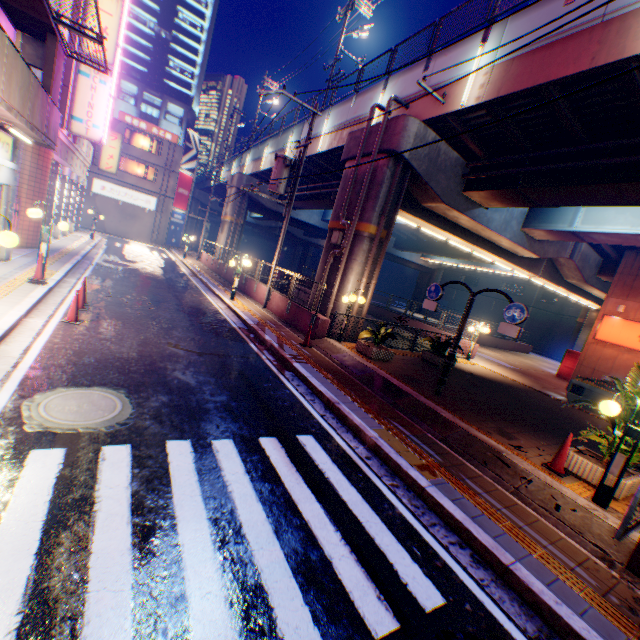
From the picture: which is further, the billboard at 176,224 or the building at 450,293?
the building at 450,293

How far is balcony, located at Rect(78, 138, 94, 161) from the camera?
19.80m

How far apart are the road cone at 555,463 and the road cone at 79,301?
11.22m

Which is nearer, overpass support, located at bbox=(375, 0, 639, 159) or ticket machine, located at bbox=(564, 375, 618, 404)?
overpass support, located at bbox=(375, 0, 639, 159)

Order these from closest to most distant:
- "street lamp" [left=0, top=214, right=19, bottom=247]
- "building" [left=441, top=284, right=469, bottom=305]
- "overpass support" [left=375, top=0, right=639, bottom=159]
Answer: "street lamp" [left=0, top=214, right=19, bottom=247] < "overpass support" [left=375, top=0, right=639, bottom=159] < "building" [left=441, top=284, right=469, bottom=305]

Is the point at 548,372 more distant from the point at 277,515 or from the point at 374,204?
the point at 277,515

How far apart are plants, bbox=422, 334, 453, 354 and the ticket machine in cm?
533

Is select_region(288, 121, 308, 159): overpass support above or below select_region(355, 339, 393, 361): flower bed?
above
